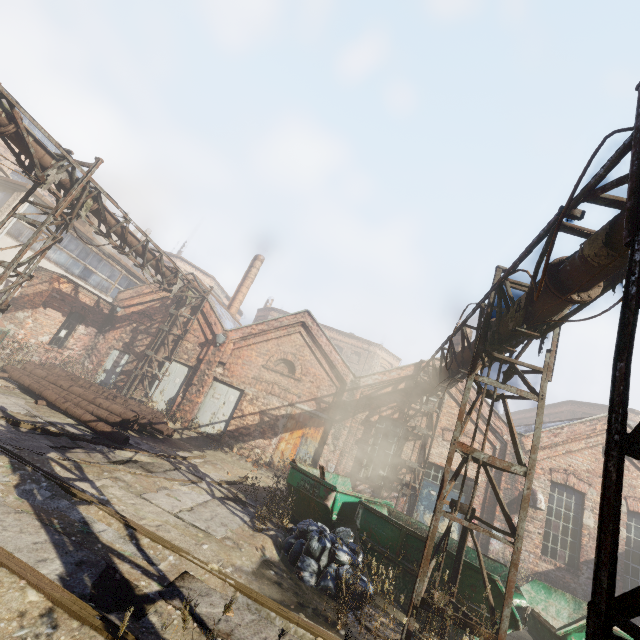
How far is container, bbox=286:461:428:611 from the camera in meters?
6.7

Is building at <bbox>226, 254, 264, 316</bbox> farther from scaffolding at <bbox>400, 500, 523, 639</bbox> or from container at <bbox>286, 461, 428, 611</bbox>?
scaffolding at <bbox>400, 500, 523, 639</bbox>

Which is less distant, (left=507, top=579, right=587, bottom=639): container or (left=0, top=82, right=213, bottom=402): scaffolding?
(left=507, top=579, right=587, bottom=639): container

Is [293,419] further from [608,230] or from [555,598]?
[608,230]

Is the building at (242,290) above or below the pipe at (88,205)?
above

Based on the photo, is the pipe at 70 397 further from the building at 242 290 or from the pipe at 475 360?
the building at 242 290

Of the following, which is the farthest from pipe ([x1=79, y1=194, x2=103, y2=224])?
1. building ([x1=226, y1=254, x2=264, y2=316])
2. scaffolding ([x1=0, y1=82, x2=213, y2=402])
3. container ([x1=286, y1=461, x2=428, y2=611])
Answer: building ([x1=226, y1=254, x2=264, y2=316])

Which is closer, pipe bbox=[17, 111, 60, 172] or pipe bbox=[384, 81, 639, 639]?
pipe bbox=[384, 81, 639, 639]
